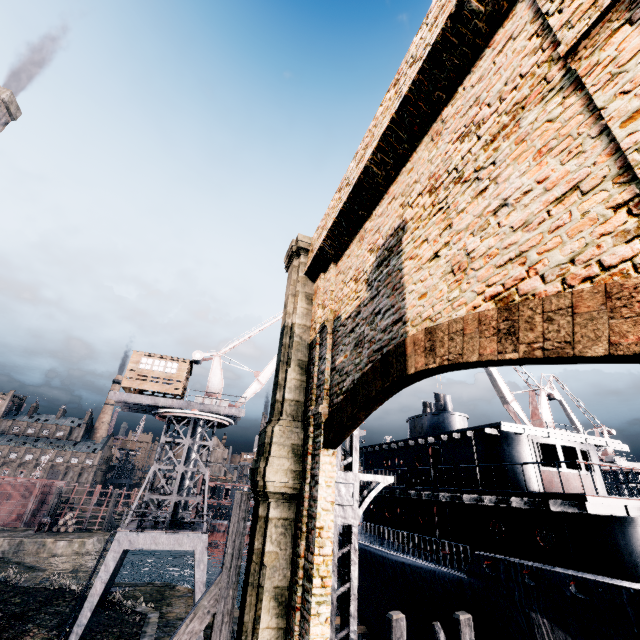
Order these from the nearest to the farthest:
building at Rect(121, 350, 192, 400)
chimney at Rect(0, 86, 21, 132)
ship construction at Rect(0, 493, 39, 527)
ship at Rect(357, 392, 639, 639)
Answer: ship at Rect(357, 392, 639, 639), building at Rect(121, 350, 192, 400), chimney at Rect(0, 86, 21, 132), ship construction at Rect(0, 493, 39, 527)

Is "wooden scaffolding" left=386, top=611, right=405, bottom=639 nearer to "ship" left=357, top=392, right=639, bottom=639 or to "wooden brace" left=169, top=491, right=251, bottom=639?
"ship" left=357, top=392, right=639, bottom=639

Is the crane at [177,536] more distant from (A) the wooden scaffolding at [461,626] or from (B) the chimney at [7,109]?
(B) the chimney at [7,109]

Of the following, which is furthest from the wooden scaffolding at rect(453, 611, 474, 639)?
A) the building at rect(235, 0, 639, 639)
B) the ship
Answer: the building at rect(235, 0, 639, 639)

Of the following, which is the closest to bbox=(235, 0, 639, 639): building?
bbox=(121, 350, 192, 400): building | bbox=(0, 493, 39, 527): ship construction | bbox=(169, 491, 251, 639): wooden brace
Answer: bbox=(0, 493, 39, 527): ship construction

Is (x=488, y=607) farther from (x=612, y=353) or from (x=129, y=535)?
(x=129, y=535)

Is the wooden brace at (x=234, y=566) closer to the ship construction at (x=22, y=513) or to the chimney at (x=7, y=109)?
the chimney at (x=7, y=109)

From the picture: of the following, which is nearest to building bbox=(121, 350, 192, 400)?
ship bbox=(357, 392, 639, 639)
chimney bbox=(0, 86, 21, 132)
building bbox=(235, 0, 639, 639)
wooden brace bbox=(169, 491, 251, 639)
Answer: ship bbox=(357, 392, 639, 639)
